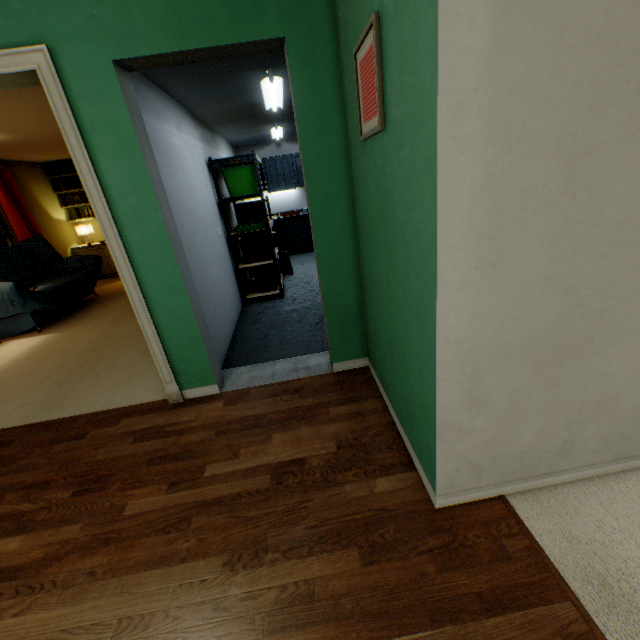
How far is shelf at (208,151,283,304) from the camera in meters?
4.1 m

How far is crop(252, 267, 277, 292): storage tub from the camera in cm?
478

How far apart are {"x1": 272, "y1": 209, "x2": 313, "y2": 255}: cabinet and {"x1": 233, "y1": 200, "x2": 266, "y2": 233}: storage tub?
2.2 meters

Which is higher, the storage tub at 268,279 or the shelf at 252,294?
the storage tub at 268,279

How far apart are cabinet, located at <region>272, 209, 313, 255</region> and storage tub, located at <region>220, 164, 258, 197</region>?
2.6m

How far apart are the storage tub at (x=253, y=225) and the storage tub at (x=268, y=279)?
0.58m

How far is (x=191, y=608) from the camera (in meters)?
1.21

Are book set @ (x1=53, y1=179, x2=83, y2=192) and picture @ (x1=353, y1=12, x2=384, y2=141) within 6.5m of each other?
no
